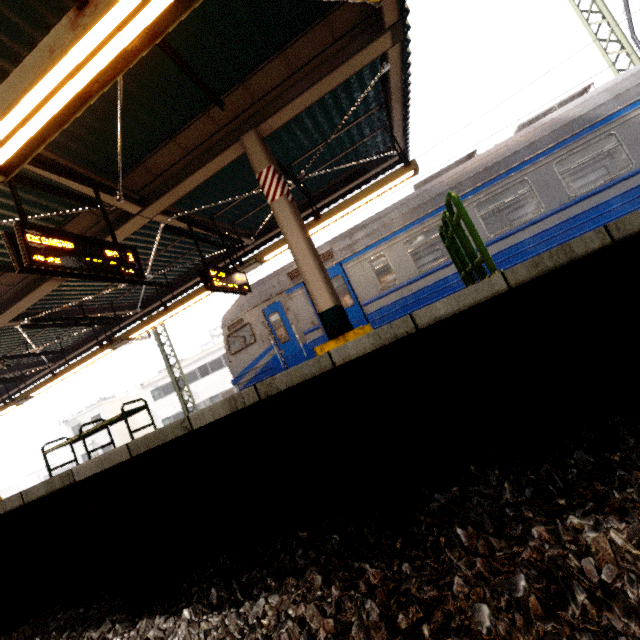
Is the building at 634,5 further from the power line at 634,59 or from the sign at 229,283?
the sign at 229,283

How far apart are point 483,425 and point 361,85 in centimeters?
623cm

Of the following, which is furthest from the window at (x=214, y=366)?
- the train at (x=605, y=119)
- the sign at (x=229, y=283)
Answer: the sign at (x=229, y=283)

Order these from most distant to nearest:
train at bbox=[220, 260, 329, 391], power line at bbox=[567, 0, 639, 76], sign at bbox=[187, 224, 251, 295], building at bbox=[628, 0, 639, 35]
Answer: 1. building at bbox=[628, 0, 639, 35]
2. power line at bbox=[567, 0, 639, 76]
3. train at bbox=[220, 260, 329, 391]
4. sign at bbox=[187, 224, 251, 295]

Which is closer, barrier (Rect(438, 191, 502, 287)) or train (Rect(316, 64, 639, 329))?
barrier (Rect(438, 191, 502, 287))

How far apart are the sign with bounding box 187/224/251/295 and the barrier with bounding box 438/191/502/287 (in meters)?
4.35

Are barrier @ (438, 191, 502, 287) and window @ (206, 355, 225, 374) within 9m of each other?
no

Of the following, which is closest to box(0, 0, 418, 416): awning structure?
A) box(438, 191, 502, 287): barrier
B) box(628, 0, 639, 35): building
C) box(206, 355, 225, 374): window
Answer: box(438, 191, 502, 287): barrier
